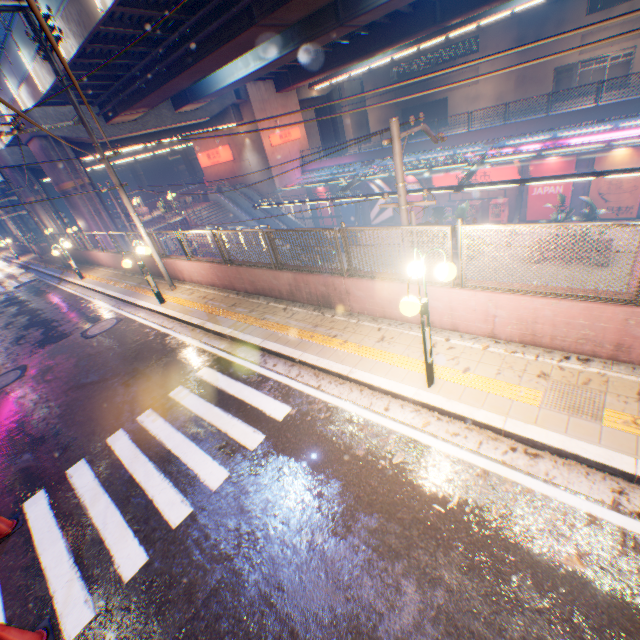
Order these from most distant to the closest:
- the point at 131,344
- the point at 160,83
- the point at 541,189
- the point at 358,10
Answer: the point at 541,189
the point at 160,83
the point at 358,10
the point at 131,344

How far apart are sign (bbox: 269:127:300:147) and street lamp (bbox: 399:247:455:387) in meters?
32.4 m

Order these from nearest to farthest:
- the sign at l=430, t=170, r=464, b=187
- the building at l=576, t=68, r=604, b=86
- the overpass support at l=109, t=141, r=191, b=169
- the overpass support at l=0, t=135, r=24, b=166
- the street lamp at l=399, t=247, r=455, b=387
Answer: the street lamp at l=399, t=247, r=455, b=387
the sign at l=430, t=170, r=464, b=187
the overpass support at l=0, t=135, r=24, b=166
the building at l=576, t=68, r=604, b=86
the overpass support at l=109, t=141, r=191, b=169

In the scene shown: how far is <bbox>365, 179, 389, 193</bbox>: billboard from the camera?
30.3m

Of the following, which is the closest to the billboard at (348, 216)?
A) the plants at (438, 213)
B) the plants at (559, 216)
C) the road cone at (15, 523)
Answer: the plants at (438, 213)

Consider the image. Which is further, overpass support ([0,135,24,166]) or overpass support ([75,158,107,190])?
overpass support ([0,135,24,166])

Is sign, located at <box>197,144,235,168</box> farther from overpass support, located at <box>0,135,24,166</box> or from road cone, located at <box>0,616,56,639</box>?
road cone, located at <box>0,616,56,639</box>

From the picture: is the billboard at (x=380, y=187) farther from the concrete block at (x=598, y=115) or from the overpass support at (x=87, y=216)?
the overpass support at (x=87, y=216)
